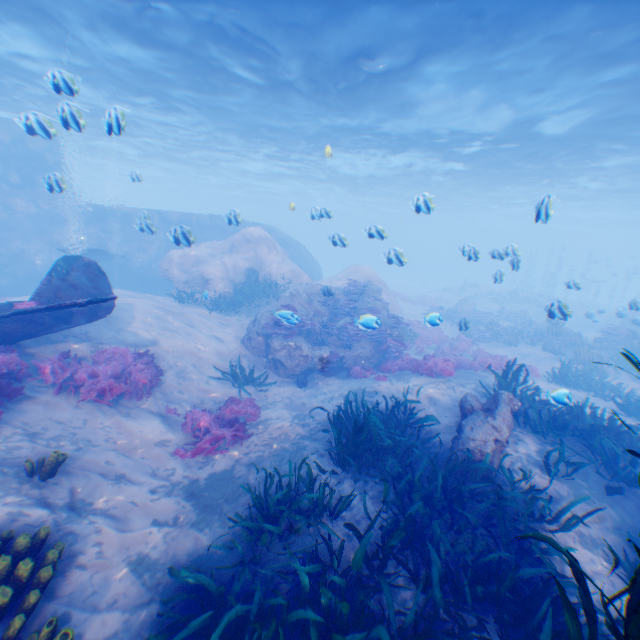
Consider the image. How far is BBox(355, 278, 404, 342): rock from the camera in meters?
15.5 m

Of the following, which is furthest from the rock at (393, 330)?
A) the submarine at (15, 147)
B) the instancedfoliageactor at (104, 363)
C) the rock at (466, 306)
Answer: the instancedfoliageactor at (104, 363)

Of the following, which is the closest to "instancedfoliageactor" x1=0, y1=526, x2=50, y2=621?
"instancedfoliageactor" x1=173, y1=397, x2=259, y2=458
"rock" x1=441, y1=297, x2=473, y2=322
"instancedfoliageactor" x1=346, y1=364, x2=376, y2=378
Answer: "instancedfoliageactor" x1=346, y1=364, x2=376, y2=378

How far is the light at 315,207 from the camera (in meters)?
10.14

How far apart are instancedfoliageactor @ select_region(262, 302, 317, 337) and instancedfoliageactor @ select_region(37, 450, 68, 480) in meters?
7.8

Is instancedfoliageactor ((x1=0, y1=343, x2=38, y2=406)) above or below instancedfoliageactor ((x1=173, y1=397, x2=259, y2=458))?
above

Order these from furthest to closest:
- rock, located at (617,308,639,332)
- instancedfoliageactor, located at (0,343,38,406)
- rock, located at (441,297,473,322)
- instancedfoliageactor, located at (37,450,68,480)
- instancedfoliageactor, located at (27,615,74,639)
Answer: rock, located at (441,297,473,322) < rock, located at (617,308,639,332) < instancedfoliageactor, located at (0,343,38,406) < instancedfoliageactor, located at (37,450,68,480) < instancedfoliageactor, located at (27,615,74,639)

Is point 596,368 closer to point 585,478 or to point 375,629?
point 585,478
